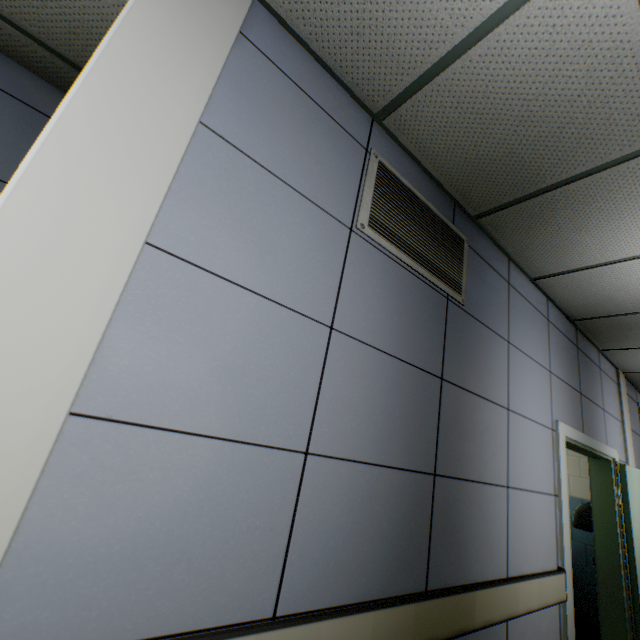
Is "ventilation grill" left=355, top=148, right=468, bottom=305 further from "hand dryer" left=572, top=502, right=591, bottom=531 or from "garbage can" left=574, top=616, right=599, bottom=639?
"garbage can" left=574, top=616, right=599, bottom=639

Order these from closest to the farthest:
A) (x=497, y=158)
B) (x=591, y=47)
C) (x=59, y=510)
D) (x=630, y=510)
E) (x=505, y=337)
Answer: (x=59, y=510) → (x=591, y=47) → (x=497, y=158) → (x=505, y=337) → (x=630, y=510)

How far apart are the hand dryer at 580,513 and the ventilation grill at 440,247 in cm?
349

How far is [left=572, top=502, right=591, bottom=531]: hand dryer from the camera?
3.59m

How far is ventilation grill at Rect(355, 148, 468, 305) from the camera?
1.6 meters

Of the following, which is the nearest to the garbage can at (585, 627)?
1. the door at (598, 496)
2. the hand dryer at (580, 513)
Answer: the door at (598, 496)

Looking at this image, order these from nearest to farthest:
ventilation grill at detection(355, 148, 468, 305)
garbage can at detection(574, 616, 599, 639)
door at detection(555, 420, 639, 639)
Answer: ventilation grill at detection(355, 148, 468, 305) → door at detection(555, 420, 639, 639) → garbage can at detection(574, 616, 599, 639)

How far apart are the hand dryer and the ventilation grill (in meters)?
3.49
